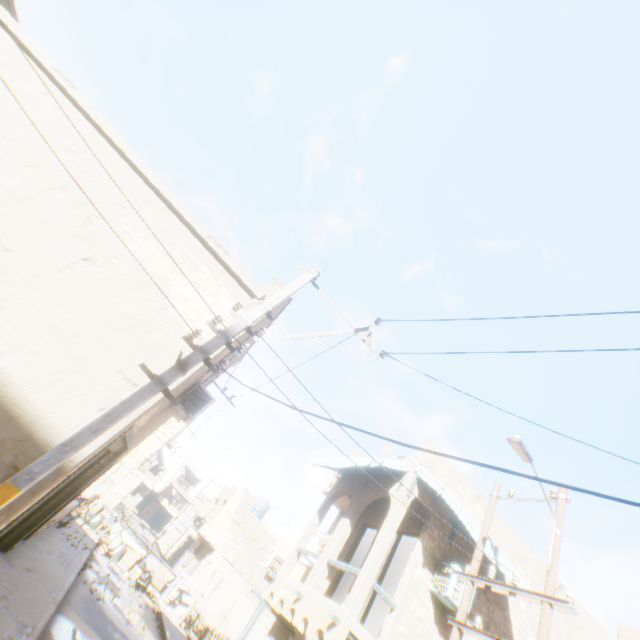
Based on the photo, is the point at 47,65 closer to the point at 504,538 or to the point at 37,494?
the point at 37,494

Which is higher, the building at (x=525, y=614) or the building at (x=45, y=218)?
the building at (x=525, y=614)

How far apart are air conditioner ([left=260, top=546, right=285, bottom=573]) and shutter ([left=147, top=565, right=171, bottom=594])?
8.20m

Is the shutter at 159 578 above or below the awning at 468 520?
below

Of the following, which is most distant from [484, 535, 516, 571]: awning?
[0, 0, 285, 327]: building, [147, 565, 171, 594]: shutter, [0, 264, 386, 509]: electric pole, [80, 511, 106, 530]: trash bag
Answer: [147, 565, 171, 594]: shutter

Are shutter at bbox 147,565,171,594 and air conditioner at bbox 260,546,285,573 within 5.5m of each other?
no

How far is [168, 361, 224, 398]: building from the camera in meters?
6.9
